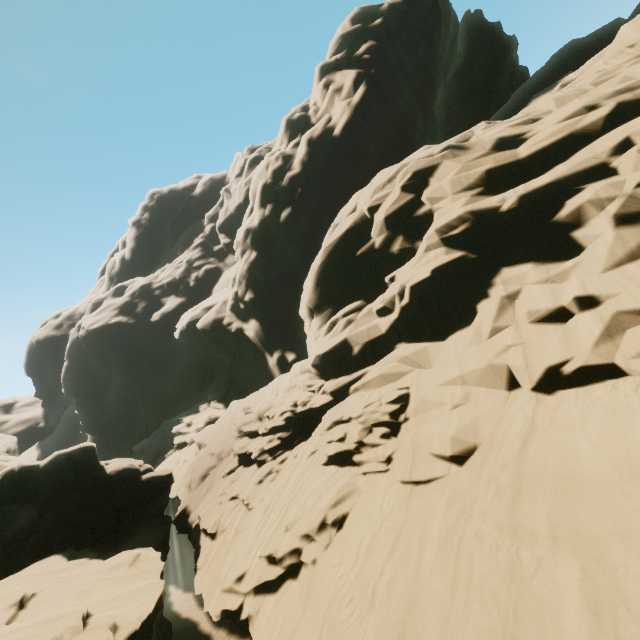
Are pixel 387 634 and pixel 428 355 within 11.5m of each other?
yes
